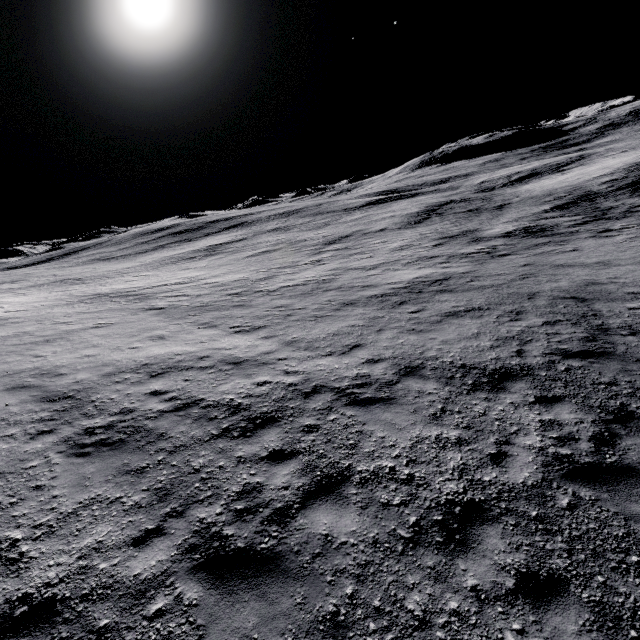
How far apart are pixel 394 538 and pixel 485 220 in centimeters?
2912cm
